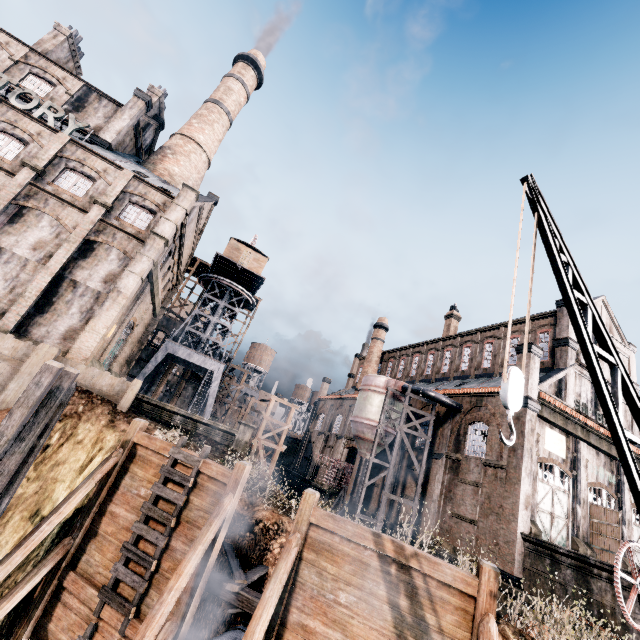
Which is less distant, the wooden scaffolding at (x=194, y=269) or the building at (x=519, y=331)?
the building at (x=519, y=331)

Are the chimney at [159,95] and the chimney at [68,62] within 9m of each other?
yes

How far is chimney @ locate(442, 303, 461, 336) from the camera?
43.8 meters

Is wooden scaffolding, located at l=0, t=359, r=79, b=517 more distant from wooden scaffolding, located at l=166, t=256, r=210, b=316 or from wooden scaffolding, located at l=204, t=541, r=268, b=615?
wooden scaffolding, located at l=166, t=256, r=210, b=316

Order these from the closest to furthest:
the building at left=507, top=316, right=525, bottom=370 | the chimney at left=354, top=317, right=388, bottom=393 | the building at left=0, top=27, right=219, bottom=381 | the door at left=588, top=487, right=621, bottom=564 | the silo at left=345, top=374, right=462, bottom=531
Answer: the building at left=0, top=27, right=219, bottom=381, the door at left=588, top=487, right=621, bottom=564, the building at left=507, top=316, right=525, bottom=370, the silo at left=345, top=374, right=462, bottom=531, the chimney at left=354, top=317, right=388, bottom=393

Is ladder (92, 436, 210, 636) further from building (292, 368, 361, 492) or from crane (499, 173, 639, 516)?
building (292, 368, 361, 492)

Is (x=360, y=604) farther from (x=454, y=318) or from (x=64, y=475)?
(x=454, y=318)

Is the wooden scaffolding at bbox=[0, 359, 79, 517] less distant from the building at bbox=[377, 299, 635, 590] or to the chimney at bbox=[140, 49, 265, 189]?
the building at bbox=[377, 299, 635, 590]
